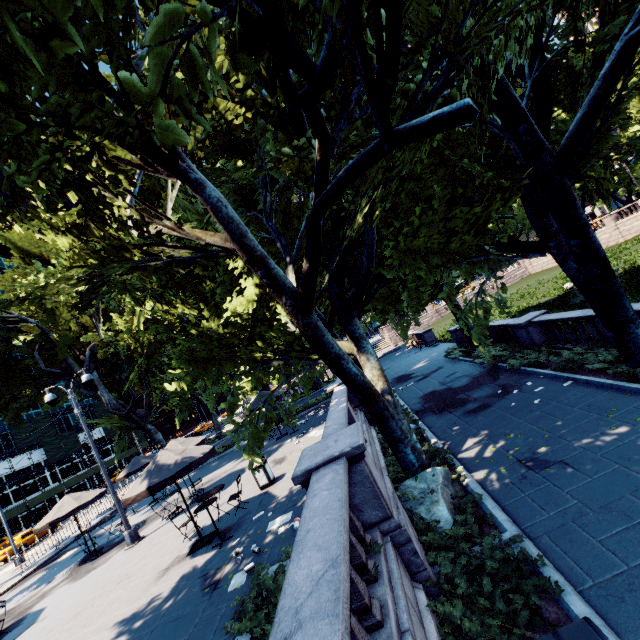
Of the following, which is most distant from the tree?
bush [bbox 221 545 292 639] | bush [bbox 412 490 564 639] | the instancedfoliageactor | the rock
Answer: the instancedfoliageactor

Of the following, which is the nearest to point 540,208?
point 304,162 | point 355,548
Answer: point 304,162

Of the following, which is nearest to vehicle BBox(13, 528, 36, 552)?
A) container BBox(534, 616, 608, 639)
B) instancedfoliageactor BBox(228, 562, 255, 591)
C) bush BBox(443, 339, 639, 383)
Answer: instancedfoliageactor BBox(228, 562, 255, 591)

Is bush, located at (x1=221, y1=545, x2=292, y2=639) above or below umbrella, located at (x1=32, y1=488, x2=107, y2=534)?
below

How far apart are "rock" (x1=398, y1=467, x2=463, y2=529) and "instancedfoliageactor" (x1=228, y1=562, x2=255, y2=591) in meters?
3.6 m

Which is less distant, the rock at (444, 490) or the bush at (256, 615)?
the bush at (256, 615)

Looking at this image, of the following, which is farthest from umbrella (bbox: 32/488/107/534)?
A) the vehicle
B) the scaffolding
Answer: the scaffolding

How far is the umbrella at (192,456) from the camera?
8.59m
